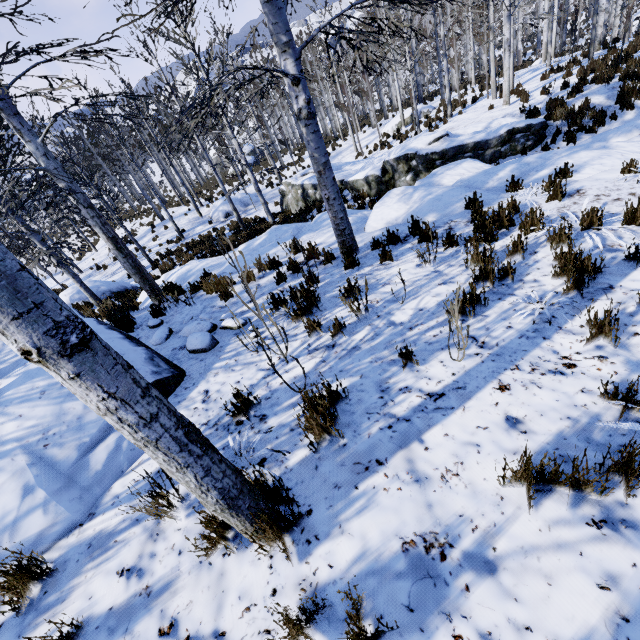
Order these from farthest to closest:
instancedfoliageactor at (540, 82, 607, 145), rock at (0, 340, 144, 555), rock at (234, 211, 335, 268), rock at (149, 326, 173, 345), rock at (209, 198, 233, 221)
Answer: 1. rock at (209, 198, 233, 221)
2. instancedfoliageactor at (540, 82, 607, 145)
3. rock at (234, 211, 335, 268)
4. rock at (149, 326, 173, 345)
5. rock at (0, 340, 144, 555)

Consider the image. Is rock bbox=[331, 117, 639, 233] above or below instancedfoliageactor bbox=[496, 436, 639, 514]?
below

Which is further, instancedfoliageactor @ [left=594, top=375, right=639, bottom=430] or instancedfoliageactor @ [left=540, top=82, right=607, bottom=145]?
instancedfoliageactor @ [left=540, top=82, right=607, bottom=145]

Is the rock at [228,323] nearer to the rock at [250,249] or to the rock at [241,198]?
the rock at [250,249]

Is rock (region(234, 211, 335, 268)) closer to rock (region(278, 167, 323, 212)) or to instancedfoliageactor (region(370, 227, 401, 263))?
instancedfoliageactor (region(370, 227, 401, 263))

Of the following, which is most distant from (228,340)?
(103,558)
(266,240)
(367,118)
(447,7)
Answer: (367,118)

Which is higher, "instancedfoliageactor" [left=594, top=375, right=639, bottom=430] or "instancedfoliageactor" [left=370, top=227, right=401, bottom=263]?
"instancedfoliageactor" [left=594, top=375, right=639, bottom=430]

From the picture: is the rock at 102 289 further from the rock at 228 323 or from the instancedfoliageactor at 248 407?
the rock at 228 323
